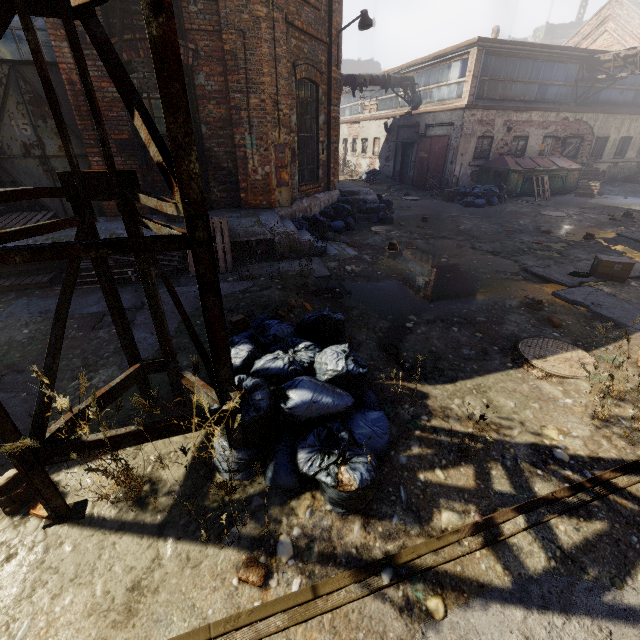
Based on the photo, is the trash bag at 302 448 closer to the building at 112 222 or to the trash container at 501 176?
the building at 112 222

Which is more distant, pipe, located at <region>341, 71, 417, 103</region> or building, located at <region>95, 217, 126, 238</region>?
pipe, located at <region>341, 71, 417, 103</region>

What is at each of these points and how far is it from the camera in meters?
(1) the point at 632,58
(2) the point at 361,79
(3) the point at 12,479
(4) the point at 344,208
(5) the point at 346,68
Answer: Answer:
(1) pipe, 14.2 m
(2) pipe, 17.4 m
(3) instancedfoliageactor, 2.4 m
(4) trash bag, 10.1 m
(5) building, 56.6 m

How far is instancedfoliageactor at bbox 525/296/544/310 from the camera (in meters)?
5.31

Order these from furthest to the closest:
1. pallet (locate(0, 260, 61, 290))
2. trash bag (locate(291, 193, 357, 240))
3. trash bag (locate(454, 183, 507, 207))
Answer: trash bag (locate(454, 183, 507, 207))
trash bag (locate(291, 193, 357, 240))
pallet (locate(0, 260, 61, 290))

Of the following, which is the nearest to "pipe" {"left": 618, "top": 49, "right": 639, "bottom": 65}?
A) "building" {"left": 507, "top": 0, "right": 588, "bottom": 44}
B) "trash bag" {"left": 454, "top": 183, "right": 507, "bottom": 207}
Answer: "trash bag" {"left": 454, "top": 183, "right": 507, "bottom": 207}

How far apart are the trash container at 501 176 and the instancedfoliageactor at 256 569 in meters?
17.4

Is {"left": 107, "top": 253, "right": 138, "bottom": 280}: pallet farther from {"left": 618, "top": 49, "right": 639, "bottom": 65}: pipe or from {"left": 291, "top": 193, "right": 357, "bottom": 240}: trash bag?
{"left": 618, "top": 49, "right": 639, "bottom": 65}: pipe
